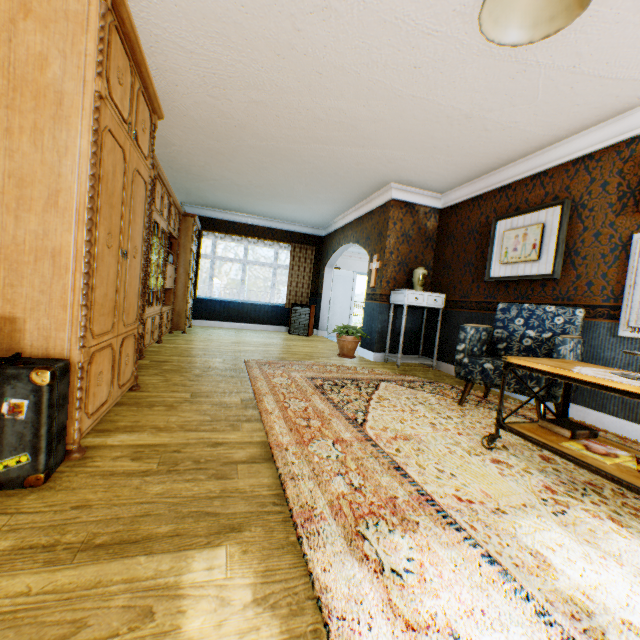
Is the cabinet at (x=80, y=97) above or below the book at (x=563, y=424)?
above

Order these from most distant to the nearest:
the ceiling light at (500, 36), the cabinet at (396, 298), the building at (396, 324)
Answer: the building at (396, 324)
the cabinet at (396, 298)
the ceiling light at (500, 36)

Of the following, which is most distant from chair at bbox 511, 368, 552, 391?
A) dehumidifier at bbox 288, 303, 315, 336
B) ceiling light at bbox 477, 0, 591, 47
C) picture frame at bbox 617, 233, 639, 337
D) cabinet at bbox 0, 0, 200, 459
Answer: dehumidifier at bbox 288, 303, 315, 336

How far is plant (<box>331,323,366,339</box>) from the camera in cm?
585

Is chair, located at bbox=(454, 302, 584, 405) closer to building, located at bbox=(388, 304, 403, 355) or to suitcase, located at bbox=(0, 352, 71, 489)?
building, located at bbox=(388, 304, 403, 355)

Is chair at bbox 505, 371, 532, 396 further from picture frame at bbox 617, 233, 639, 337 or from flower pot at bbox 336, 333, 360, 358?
flower pot at bbox 336, 333, 360, 358

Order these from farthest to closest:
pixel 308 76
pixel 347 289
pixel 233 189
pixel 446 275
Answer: pixel 347 289, pixel 233 189, pixel 446 275, pixel 308 76

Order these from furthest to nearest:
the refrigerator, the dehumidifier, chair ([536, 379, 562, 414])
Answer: the refrigerator
the dehumidifier
chair ([536, 379, 562, 414])
